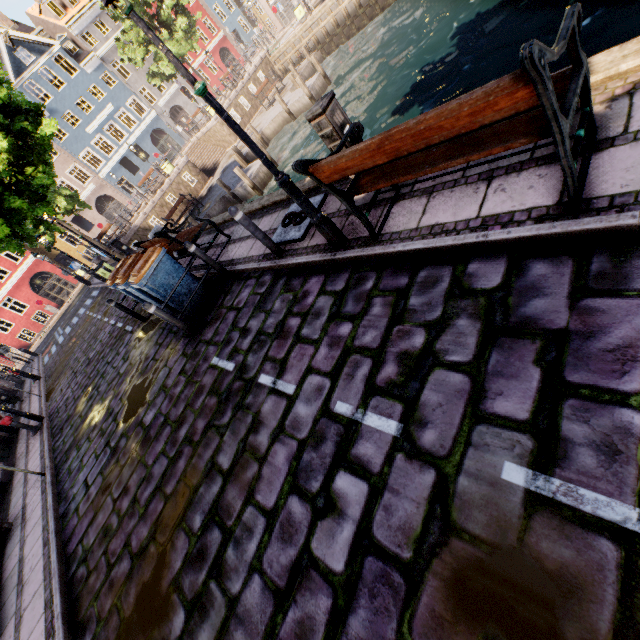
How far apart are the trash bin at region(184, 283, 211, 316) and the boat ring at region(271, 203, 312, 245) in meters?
1.8

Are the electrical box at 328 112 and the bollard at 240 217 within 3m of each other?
yes

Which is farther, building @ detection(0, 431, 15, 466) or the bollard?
building @ detection(0, 431, 15, 466)

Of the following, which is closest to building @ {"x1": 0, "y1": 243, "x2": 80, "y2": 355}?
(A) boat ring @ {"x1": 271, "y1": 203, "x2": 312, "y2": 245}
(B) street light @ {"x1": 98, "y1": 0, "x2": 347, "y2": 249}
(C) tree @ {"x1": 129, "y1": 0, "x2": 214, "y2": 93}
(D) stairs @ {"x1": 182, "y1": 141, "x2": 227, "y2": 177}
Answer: (C) tree @ {"x1": 129, "y1": 0, "x2": 214, "y2": 93}

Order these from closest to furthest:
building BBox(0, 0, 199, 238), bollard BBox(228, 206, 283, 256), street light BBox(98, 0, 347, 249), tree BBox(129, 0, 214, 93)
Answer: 1. street light BBox(98, 0, 347, 249)
2. bollard BBox(228, 206, 283, 256)
3. tree BBox(129, 0, 214, 93)
4. building BBox(0, 0, 199, 238)

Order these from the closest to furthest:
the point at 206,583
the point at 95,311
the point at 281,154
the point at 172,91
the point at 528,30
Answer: the point at 206,583, the point at 528,30, the point at 95,311, the point at 281,154, the point at 172,91

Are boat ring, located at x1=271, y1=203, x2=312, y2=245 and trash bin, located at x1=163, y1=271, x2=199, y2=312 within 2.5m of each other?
yes

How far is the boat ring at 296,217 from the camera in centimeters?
538cm
